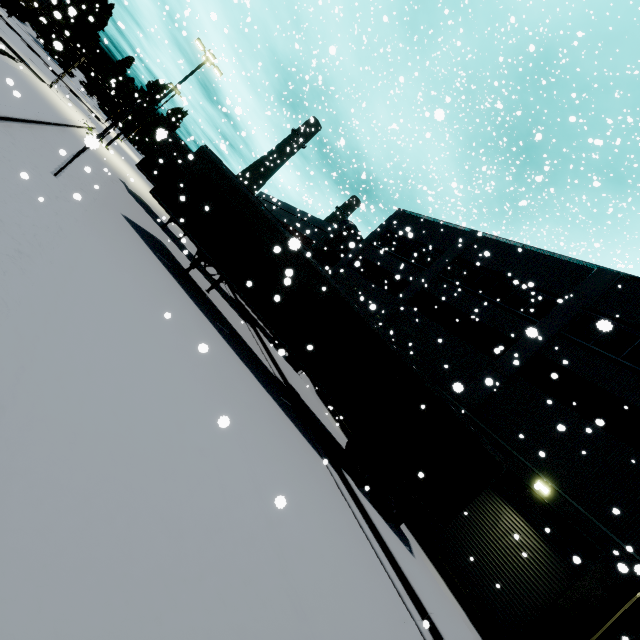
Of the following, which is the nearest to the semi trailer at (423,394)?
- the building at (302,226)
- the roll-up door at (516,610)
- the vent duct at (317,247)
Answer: the roll-up door at (516,610)

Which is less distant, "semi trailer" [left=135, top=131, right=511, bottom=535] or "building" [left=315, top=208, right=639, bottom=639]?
"semi trailer" [left=135, top=131, right=511, bottom=535]

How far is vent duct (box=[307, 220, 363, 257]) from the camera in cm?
2966

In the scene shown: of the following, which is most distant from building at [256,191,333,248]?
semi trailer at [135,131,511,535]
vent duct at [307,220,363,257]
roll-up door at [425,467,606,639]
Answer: semi trailer at [135,131,511,535]

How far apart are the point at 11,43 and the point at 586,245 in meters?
42.2

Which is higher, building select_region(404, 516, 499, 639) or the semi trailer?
the semi trailer

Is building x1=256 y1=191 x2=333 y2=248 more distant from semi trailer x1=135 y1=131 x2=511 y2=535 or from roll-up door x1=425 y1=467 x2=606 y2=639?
semi trailer x1=135 y1=131 x2=511 y2=535
